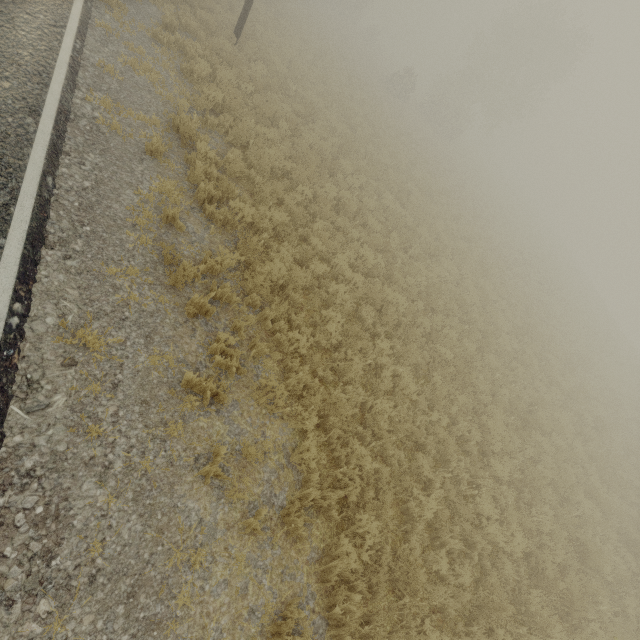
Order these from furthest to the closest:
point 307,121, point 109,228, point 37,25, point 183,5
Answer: point 307,121 < point 183,5 < point 37,25 < point 109,228
